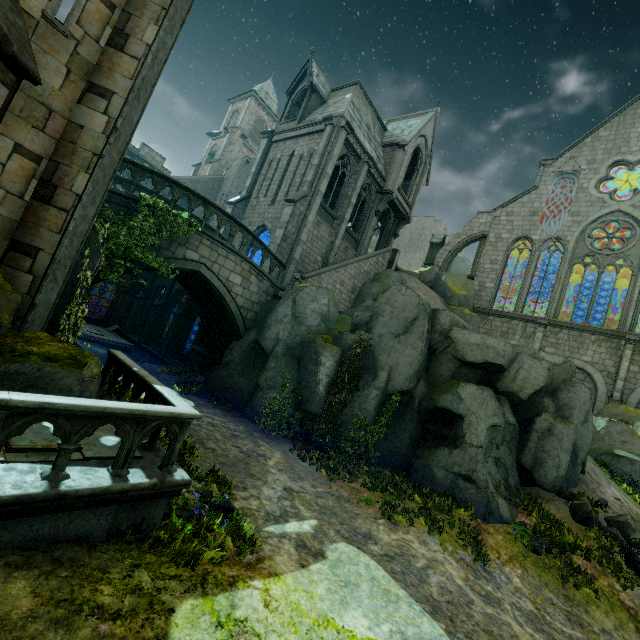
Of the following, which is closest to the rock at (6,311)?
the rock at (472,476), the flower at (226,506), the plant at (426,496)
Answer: the flower at (226,506)

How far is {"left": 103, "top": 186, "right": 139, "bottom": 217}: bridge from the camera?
10.1 meters

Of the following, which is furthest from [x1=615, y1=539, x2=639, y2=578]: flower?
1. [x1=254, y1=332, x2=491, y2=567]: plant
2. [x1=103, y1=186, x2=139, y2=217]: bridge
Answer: [x1=103, y1=186, x2=139, y2=217]: bridge

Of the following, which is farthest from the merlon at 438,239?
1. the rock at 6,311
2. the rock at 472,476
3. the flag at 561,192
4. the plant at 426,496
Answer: the rock at 6,311

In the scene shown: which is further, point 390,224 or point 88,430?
point 390,224

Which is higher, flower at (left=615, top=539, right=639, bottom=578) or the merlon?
the merlon

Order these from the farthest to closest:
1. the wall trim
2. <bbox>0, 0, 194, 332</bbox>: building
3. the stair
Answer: the stair, <bbox>0, 0, 194, 332</bbox>: building, the wall trim

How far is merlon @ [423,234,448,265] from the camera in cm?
3103
